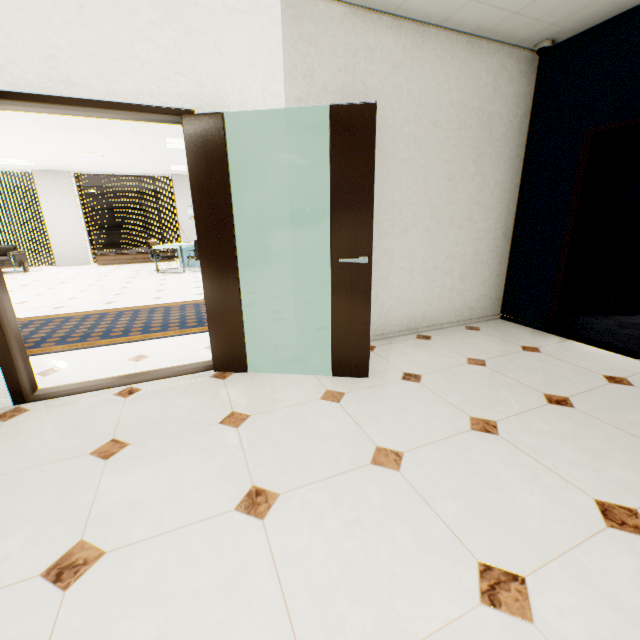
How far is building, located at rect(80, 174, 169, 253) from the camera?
55.98m

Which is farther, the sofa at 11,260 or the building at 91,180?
the building at 91,180

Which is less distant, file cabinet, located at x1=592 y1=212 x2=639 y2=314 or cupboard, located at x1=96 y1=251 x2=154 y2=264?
file cabinet, located at x1=592 y1=212 x2=639 y2=314

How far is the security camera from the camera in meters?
3.2 m

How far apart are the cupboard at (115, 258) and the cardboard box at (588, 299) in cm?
1170

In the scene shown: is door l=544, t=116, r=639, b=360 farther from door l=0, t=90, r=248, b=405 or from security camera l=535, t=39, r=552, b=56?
door l=0, t=90, r=248, b=405

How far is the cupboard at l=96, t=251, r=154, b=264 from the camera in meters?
10.9

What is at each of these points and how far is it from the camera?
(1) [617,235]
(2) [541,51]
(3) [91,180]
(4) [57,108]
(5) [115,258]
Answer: (1) file cabinet, 4.4 meters
(2) security camera, 3.3 meters
(3) building, 55.2 meters
(4) door, 2.2 meters
(5) cupboard, 11.0 meters
